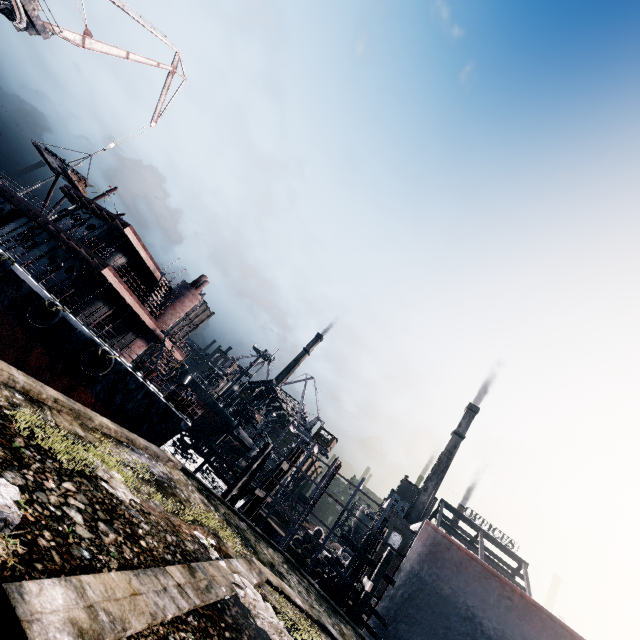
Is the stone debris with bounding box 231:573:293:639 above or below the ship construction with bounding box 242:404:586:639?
below

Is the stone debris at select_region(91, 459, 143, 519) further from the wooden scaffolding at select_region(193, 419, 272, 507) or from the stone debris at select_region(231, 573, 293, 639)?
the wooden scaffolding at select_region(193, 419, 272, 507)

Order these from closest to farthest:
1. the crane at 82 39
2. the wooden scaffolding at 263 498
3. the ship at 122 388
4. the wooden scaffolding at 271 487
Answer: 1. the ship at 122 388
2. the crane at 82 39
3. the wooden scaffolding at 263 498
4. the wooden scaffolding at 271 487

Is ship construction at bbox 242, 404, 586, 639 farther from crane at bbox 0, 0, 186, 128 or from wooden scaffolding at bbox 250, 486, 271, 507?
crane at bbox 0, 0, 186, 128

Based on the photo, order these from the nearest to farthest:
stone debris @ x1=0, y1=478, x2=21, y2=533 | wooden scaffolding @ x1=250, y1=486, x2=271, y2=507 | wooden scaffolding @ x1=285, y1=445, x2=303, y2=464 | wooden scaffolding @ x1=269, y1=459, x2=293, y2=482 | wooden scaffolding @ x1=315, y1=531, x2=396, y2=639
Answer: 1. stone debris @ x1=0, y1=478, x2=21, y2=533
2. wooden scaffolding @ x1=315, y1=531, x2=396, y2=639
3. wooden scaffolding @ x1=250, y1=486, x2=271, y2=507
4. wooden scaffolding @ x1=269, y1=459, x2=293, y2=482
5. wooden scaffolding @ x1=285, y1=445, x2=303, y2=464

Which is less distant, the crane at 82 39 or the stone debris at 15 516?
the stone debris at 15 516

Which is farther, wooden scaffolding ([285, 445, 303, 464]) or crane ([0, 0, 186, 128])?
wooden scaffolding ([285, 445, 303, 464])

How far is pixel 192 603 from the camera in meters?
5.0
